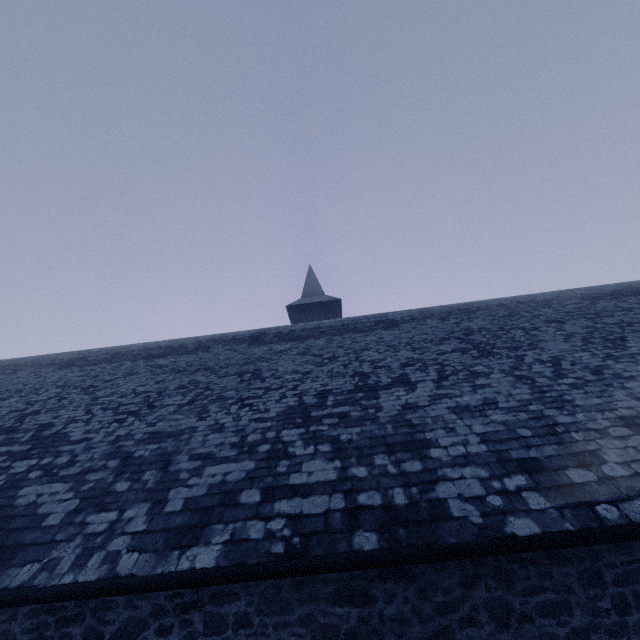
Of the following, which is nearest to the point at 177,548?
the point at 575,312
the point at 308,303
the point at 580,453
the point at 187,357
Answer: the point at 580,453
